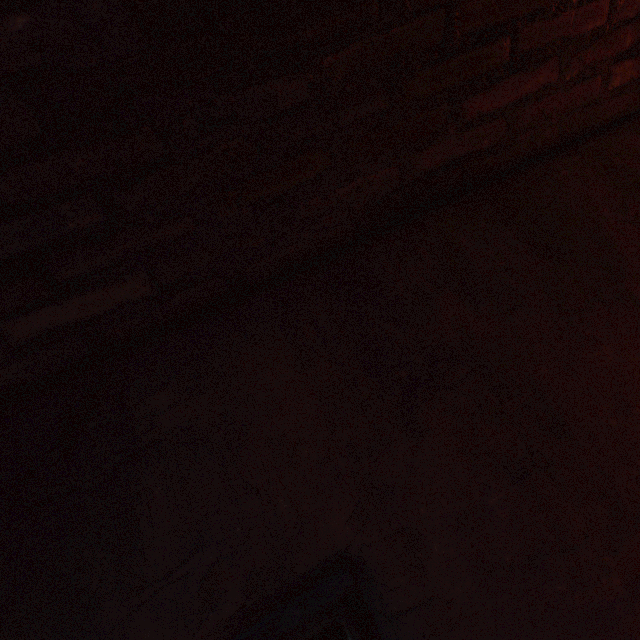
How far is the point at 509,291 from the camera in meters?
1.0
